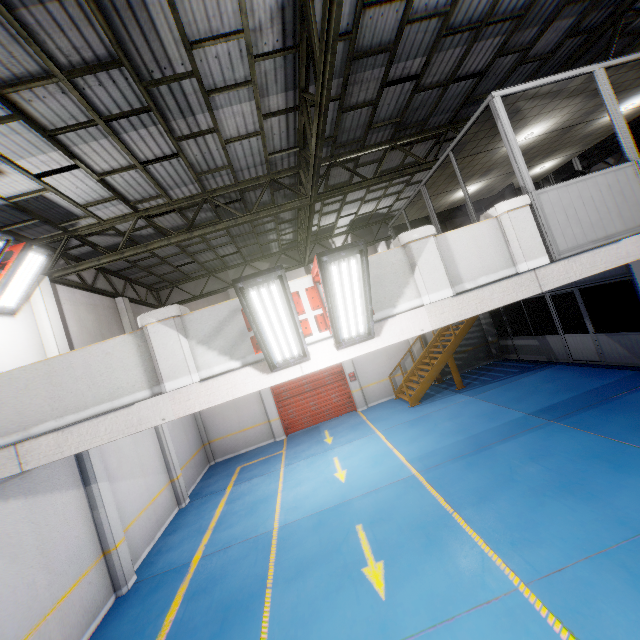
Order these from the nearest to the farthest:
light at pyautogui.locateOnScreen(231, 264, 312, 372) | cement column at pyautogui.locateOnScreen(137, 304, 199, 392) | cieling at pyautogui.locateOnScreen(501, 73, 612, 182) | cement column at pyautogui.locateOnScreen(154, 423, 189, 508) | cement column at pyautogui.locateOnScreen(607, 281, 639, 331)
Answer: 1. light at pyautogui.locateOnScreen(231, 264, 312, 372)
2. cement column at pyautogui.locateOnScreen(137, 304, 199, 392)
3. cieling at pyautogui.locateOnScreen(501, 73, 612, 182)
4. cement column at pyautogui.locateOnScreen(154, 423, 189, 508)
5. cement column at pyautogui.locateOnScreen(607, 281, 639, 331)

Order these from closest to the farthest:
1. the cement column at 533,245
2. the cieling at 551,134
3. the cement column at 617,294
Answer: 1. the cement column at 533,245
2. the cieling at 551,134
3. the cement column at 617,294

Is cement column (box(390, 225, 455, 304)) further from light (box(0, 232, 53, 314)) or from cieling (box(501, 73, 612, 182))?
light (box(0, 232, 53, 314))

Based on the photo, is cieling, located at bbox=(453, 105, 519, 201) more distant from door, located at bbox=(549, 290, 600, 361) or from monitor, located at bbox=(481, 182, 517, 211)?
door, located at bbox=(549, 290, 600, 361)

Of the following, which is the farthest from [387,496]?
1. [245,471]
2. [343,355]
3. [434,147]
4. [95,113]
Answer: [434,147]

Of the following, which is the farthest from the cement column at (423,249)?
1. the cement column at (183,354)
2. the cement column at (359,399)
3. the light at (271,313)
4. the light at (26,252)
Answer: the cement column at (359,399)

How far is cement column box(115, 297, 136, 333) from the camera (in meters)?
11.81

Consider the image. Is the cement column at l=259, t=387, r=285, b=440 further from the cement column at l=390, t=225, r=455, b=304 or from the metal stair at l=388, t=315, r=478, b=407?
the cement column at l=390, t=225, r=455, b=304
